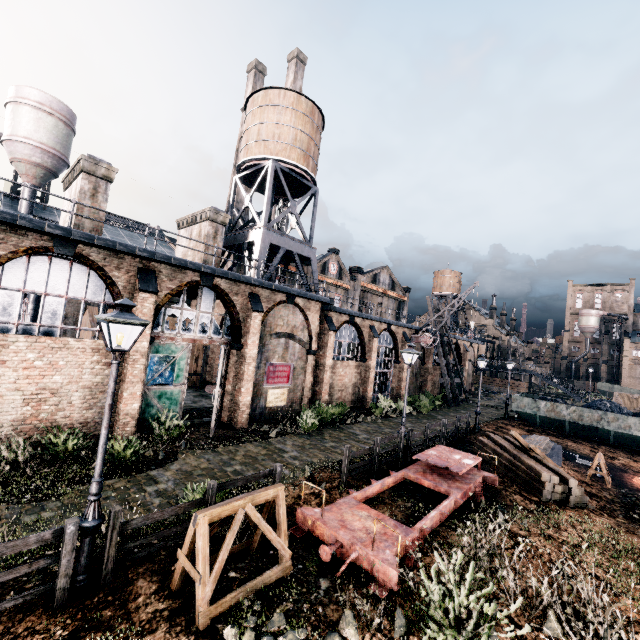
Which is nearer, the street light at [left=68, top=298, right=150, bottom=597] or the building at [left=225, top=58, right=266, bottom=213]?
the street light at [left=68, top=298, right=150, bottom=597]

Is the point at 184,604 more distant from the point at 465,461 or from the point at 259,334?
the point at 259,334

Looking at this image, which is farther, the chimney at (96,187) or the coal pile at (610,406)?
the coal pile at (610,406)

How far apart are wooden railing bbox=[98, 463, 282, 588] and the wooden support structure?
0.69m

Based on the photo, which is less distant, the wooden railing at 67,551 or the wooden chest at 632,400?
the wooden railing at 67,551

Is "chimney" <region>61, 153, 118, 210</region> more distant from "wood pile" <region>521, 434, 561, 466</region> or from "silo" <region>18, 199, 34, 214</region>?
"wood pile" <region>521, 434, 561, 466</region>

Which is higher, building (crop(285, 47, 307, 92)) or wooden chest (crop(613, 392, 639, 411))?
building (crop(285, 47, 307, 92))

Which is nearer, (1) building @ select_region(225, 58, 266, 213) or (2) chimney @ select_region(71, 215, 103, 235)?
(2) chimney @ select_region(71, 215, 103, 235)
